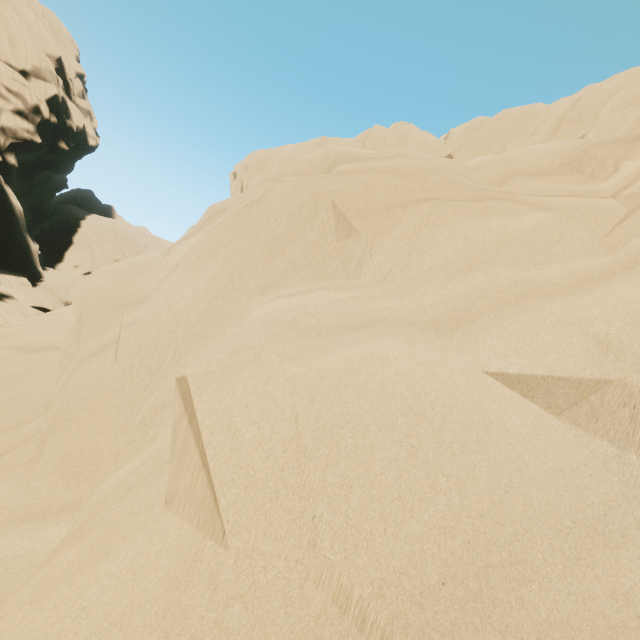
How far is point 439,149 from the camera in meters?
16.8
